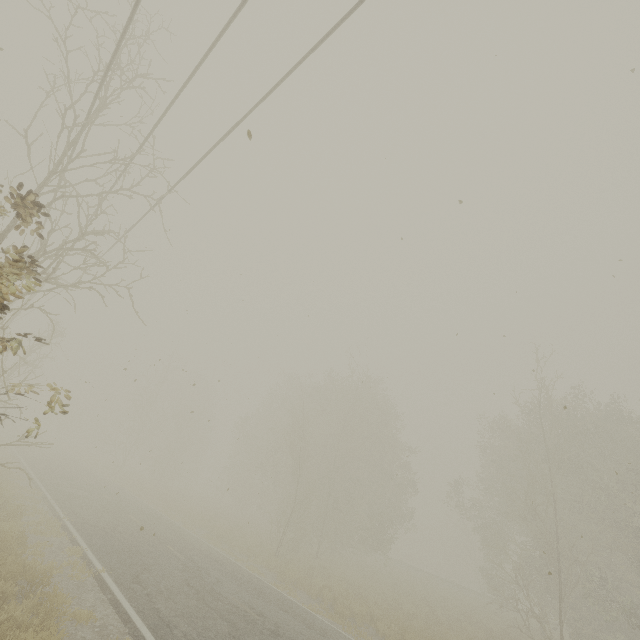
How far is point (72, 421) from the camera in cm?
5775
